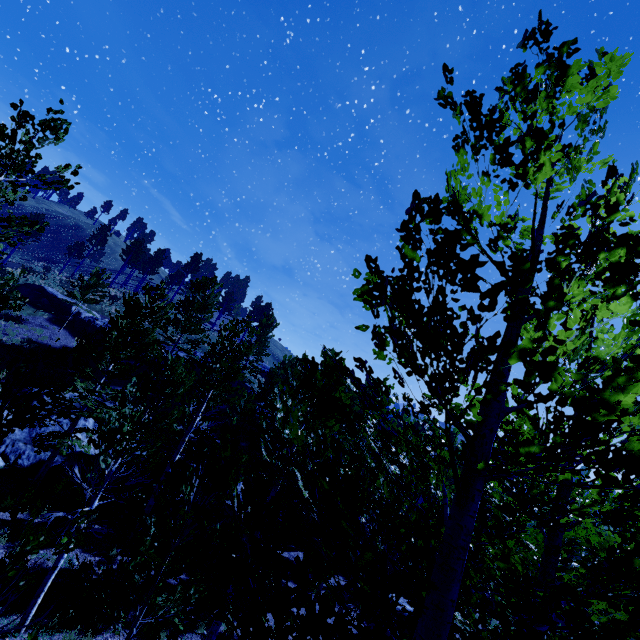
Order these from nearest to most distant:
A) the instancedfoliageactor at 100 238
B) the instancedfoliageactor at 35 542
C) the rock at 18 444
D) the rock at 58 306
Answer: the instancedfoliageactor at 35 542 → the rock at 18 444 → the rock at 58 306 → the instancedfoliageactor at 100 238

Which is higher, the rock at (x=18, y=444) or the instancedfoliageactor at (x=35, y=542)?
the instancedfoliageactor at (x=35, y=542)

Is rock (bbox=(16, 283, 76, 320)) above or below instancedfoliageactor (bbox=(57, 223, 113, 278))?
below

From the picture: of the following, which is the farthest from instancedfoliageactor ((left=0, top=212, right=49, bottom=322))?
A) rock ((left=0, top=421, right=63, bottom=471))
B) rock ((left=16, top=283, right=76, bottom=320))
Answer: rock ((left=16, top=283, right=76, bottom=320))

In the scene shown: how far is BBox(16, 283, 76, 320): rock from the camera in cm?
2819

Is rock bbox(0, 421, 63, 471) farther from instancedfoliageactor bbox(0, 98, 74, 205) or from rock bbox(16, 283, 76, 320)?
rock bbox(16, 283, 76, 320)

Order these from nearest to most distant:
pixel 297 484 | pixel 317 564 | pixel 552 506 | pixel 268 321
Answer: pixel 317 564
pixel 297 484
pixel 552 506
pixel 268 321
